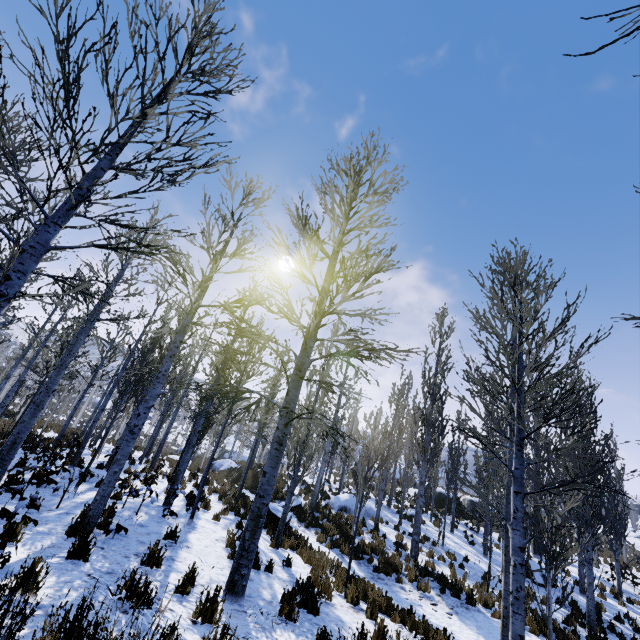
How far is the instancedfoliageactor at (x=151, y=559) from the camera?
5.6 meters

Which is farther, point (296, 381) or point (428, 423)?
point (428, 423)

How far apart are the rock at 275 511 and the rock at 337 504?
6.5 meters

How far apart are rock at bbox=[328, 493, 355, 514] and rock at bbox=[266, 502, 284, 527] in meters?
6.5

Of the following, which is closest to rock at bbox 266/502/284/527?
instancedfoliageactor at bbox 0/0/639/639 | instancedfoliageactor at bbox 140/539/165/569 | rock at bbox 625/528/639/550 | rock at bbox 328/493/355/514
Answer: instancedfoliageactor at bbox 0/0/639/639

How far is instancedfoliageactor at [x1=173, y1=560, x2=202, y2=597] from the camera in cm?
487

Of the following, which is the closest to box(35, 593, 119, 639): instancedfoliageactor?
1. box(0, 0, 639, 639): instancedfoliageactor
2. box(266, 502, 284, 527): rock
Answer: box(0, 0, 639, 639): instancedfoliageactor

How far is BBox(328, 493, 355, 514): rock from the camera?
19.3m
